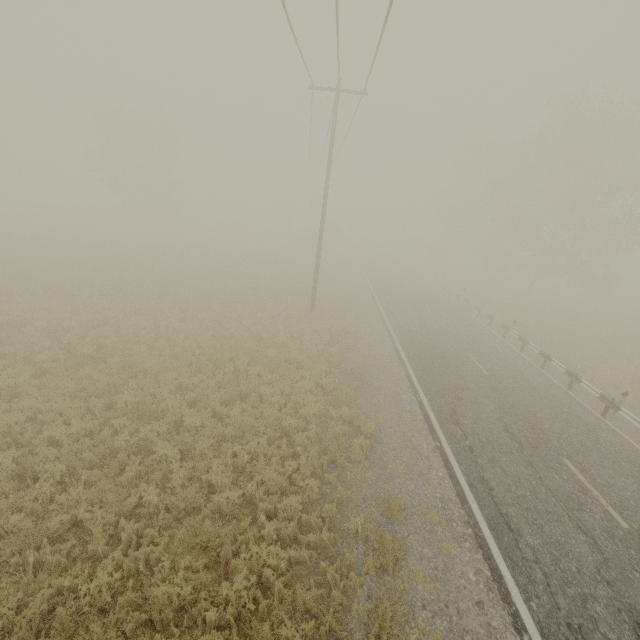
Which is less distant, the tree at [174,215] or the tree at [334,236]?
the tree at [174,215]

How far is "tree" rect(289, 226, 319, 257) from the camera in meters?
38.3 m

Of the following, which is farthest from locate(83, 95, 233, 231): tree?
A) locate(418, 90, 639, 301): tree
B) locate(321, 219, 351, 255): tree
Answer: locate(418, 90, 639, 301): tree

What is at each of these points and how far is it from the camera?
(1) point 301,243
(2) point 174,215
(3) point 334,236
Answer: (1) tree, 38.5 meters
(2) tree, 45.3 meters
(3) tree, 54.0 meters

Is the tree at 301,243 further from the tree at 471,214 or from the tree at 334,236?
the tree at 471,214

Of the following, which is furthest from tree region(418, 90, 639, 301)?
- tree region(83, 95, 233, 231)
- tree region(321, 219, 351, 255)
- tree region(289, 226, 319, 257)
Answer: tree region(83, 95, 233, 231)

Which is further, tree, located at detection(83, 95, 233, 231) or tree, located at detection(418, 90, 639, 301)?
tree, located at detection(83, 95, 233, 231)

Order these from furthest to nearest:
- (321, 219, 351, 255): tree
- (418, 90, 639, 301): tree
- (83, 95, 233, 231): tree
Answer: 1. (321, 219, 351, 255): tree
2. (83, 95, 233, 231): tree
3. (418, 90, 639, 301): tree
